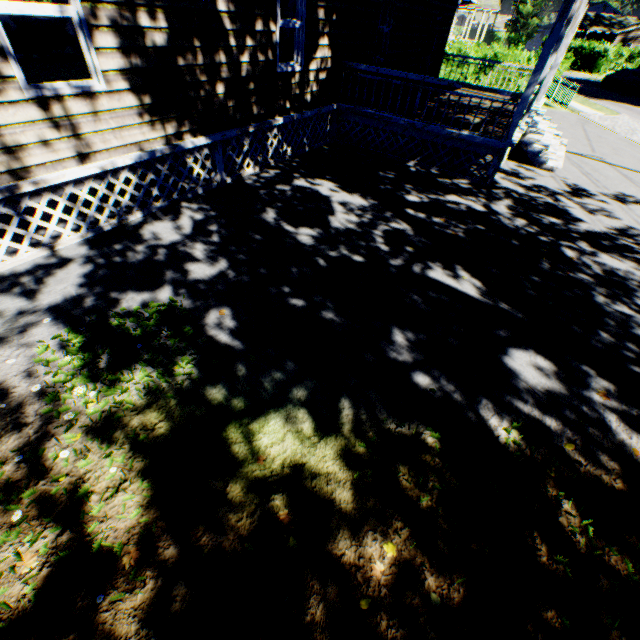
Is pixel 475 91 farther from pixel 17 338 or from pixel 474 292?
pixel 17 338

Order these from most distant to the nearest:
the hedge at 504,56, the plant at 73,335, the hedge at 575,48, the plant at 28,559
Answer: the hedge at 575,48 → the hedge at 504,56 → the plant at 73,335 → the plant at 28,559

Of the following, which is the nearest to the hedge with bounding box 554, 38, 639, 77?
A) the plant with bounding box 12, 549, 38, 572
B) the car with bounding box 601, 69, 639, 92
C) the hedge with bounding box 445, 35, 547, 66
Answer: the car with bounding box 601, 69, 639, 92

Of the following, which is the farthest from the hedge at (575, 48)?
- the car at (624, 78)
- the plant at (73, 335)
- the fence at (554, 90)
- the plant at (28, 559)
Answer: the plant at (73, 335)

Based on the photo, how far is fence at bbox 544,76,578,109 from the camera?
18.81m

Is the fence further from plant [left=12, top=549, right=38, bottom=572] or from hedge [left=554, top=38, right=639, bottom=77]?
plant [left=12, top=549, right=38, bottom=572]

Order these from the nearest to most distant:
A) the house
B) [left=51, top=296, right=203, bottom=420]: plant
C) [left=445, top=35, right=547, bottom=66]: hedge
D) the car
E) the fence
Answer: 1. [left=51, top=296, right=203, bottom=420]: plant
2. the house
3. the fence
4. [left=445, top=35, right=547, bottom=66]: hedge
5. the car

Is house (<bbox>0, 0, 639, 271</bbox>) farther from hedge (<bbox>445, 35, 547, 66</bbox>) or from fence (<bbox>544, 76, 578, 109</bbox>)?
fence (<bbox>544, 76, 578, 109</bbox>)
